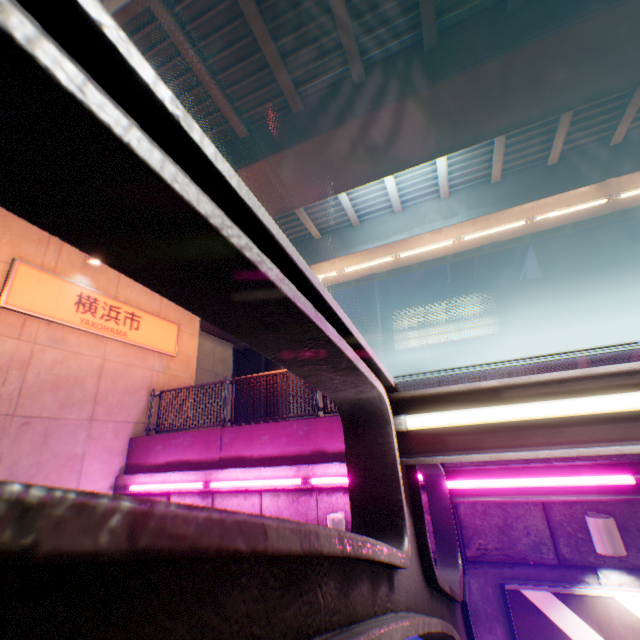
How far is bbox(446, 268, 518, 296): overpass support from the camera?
49.0m

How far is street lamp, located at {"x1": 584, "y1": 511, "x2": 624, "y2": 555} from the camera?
4.0m

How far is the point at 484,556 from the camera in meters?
4.8

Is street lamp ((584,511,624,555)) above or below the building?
below

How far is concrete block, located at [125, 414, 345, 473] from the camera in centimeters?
632cm

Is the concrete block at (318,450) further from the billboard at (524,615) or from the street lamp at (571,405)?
the street lamp at (571,405)

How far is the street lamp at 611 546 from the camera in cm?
399

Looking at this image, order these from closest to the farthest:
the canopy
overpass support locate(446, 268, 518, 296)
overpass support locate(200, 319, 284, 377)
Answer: the canopy, overpass support locate(200, 319, 284, 377), overpass support locate(446, 268, 518, 296)
